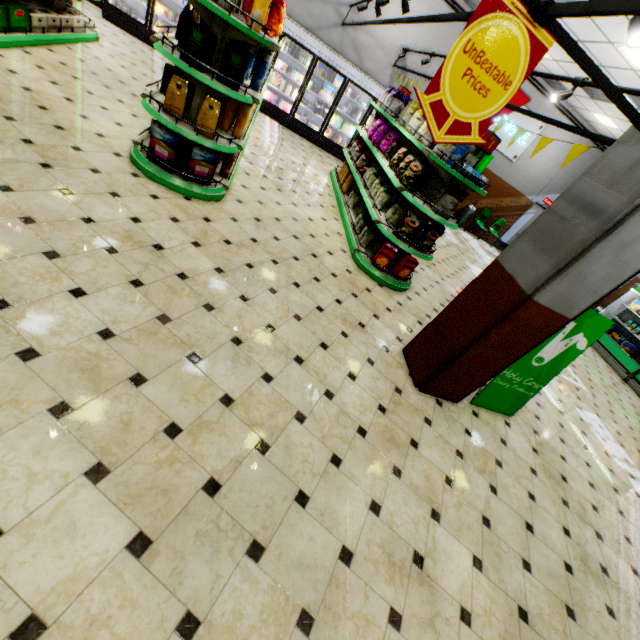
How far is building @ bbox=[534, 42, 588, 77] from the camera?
8.0 meters

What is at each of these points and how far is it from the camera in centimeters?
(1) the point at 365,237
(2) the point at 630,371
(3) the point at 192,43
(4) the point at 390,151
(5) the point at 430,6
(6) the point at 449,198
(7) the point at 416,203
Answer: (1) packaged chips, 562cm
(2) refrigerated case, 915cm
(3) packaged coffee, 331cm
(4) packaged chips, 607cm
(5) building, 900cm
(6) packaged chips, 465cm
(7) shelf, 467cm

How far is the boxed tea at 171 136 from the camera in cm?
385

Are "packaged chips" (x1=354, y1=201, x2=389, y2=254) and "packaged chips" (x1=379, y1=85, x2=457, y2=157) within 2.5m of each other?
yes

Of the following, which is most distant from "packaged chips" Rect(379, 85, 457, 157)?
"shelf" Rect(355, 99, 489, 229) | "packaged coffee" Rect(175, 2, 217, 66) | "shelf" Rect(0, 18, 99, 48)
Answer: "shelf" Rect(0, 18, 99, 48)

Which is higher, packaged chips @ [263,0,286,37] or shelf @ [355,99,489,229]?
packaged chips @ [263,0,286,37]

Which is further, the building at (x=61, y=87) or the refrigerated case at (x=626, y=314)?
the refrigerated case at (x=626, y=314)

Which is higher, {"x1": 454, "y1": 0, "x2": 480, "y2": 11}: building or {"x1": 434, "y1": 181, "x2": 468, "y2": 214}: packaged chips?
{"x1": 454, "y1": 0, "x2": 480, "y2": 11}: building
